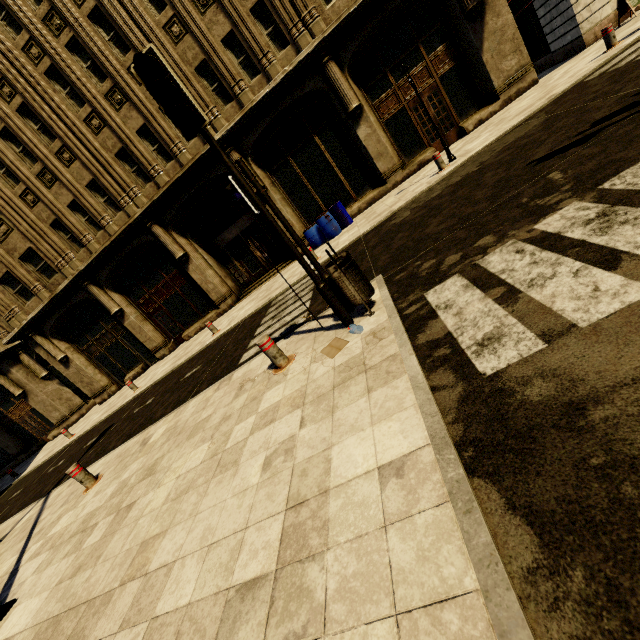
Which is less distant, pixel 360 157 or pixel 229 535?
pixel 229 535

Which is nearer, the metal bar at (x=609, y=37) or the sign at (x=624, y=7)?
the metal bar at (x=609, y=37)

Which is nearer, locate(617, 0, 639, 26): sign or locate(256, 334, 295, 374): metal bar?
locate(256, 334, 295, 374): metal bar

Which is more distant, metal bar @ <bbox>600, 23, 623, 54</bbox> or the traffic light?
metal bar @ <bbox>600, 23, 623, 54</bbox>

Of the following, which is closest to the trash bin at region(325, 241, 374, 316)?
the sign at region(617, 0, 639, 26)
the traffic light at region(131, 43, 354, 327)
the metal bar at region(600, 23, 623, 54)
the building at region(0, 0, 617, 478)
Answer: the traffic light at region(131, 43, 354, 327)

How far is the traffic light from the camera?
3.4 meters

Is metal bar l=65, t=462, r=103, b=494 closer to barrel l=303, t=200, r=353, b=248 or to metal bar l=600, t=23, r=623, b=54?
barrel l=303, t=200, r=353, b=248

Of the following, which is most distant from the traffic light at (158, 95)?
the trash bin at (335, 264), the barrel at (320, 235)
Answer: the barrel at (320, 235)
